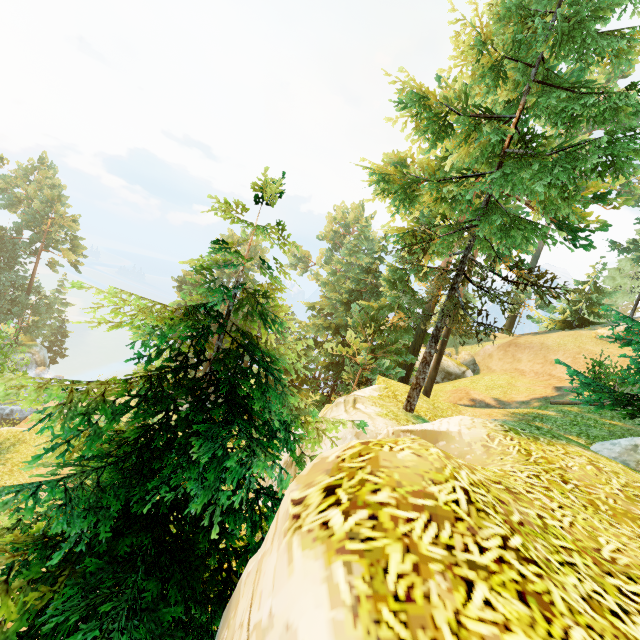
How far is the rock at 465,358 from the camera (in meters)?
35.12

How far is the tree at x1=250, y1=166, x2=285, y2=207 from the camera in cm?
520

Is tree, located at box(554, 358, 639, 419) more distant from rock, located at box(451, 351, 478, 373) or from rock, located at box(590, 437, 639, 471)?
rock, located at box(451, 351, 478, 373)

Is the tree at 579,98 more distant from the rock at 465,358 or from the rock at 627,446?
the rock at 465,358

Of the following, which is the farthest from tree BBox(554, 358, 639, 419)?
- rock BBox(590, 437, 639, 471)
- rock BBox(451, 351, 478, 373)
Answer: rock BBox(451, 351, 478, 373)

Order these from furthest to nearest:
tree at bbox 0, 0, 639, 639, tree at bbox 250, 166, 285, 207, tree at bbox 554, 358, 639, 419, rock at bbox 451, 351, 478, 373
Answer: rock at bbox 451, 351, 478, 373, tree at bbox 554, 358, 639, 419, tree at bbox 250, 166, 285, 207, tree at bbox 0, 0, 639, 639

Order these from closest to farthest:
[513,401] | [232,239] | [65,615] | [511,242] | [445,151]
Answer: [65,615]
[511,242]
[445,151]
[513,401]
[232,239]
